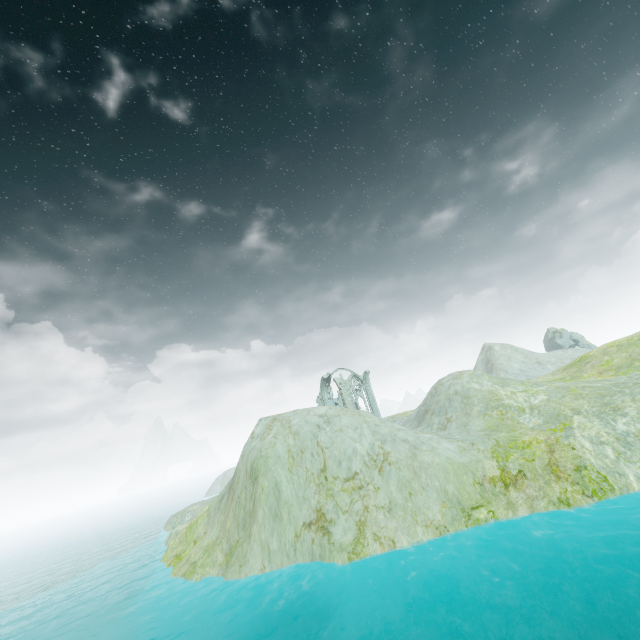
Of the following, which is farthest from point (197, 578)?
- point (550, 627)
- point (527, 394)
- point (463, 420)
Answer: point (527, 394)

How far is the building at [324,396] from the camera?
50.34m

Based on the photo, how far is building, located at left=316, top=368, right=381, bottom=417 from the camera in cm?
5034
